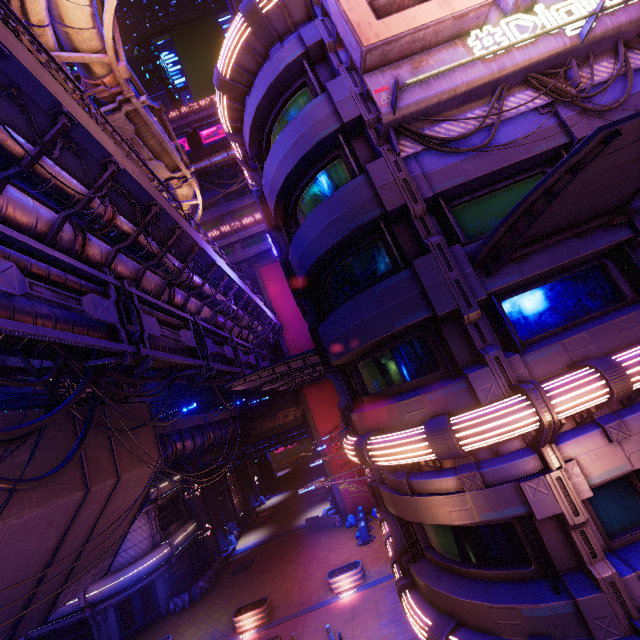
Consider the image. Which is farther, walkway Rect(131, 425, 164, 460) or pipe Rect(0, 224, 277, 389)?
walkway Rect(131, 425, 164, 460)

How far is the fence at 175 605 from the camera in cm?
2456

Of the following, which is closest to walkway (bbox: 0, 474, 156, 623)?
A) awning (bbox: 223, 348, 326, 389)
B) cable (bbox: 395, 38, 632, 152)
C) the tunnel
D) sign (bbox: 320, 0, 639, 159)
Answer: the tunnel

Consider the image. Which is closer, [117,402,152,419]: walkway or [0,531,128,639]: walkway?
[0,531,128,639]: walkway

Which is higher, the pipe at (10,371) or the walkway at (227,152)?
the walkway at (227,152)

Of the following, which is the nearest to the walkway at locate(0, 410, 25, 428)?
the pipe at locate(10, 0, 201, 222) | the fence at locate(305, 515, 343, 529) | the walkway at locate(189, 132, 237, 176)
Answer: the pipe at locate(10, 0, 201, 222)

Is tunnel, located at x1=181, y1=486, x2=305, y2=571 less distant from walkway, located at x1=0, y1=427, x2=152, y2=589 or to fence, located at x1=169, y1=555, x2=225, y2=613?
fence, located at x1=169, y1=555, x2=225, y2=613

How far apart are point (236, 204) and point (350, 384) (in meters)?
39.95
